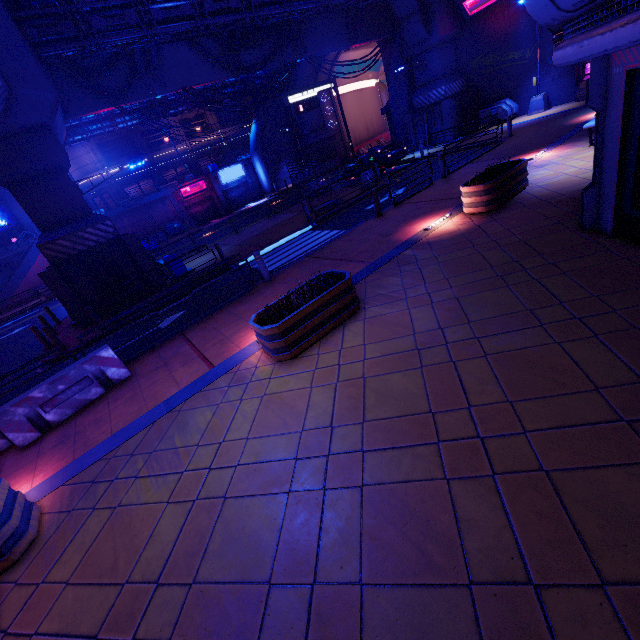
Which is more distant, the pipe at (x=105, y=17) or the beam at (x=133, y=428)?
the pipe at (x=105, y=17)

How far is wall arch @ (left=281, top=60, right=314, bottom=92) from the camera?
35.12m

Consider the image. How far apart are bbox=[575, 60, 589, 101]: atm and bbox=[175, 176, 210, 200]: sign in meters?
34.0

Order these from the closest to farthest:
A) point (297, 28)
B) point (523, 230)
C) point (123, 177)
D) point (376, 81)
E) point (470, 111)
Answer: point (523, 230), point (297, 28), point (470, 111), point (123, 177), point (376, 81)

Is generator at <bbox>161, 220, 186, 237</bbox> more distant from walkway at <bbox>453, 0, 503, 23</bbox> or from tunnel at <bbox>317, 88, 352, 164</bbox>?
walkway at <bbox>453, 0, 503, 23</bbox>

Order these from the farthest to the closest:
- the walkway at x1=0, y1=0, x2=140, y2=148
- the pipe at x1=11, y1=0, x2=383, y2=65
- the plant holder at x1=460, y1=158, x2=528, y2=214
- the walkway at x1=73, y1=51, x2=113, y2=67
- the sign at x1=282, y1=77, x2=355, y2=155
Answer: the sign at x1=282, y1=77, x2=355, y2=155 < the walkway at x1=73, y1=51, x2=113, y2=67 < the pipe at x1=11, y1=0, x2=383, y2=65 < the walkway at x1=0, y1=0, x2=140, y2=148 < the plant holder at x1=460, y1=158, x2=528, y2=214

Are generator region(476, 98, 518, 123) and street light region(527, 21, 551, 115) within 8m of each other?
yes

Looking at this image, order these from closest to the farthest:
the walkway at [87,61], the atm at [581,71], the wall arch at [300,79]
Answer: the walkway at [87,61] < the atm at [581,71] < the wall arch at [300,79]
